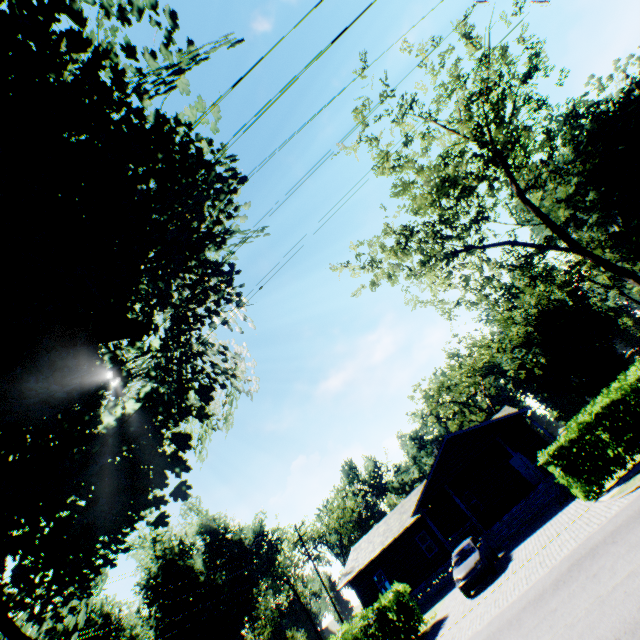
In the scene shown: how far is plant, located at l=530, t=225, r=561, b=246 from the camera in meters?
51.5 m

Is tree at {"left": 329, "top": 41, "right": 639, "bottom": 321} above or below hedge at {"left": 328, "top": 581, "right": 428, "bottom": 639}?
above

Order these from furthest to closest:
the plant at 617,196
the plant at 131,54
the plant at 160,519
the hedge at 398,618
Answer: the plant at 617,196
the hedge at 398,618
the plant at 160,519
the plant at 131,54

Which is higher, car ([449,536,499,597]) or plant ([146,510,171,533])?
plant ([146,510,171,533])

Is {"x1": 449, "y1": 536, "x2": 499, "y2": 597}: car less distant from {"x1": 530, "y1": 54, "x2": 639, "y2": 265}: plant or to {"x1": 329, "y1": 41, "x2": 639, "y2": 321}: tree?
{"x1": 530, "y1": 54, "x2": 639, "y2": 265}: plant

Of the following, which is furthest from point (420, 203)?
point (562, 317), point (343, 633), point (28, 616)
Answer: point (562, 317)

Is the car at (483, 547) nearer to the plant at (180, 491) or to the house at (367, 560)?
the house at (367, 560)

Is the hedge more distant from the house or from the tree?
the tree
